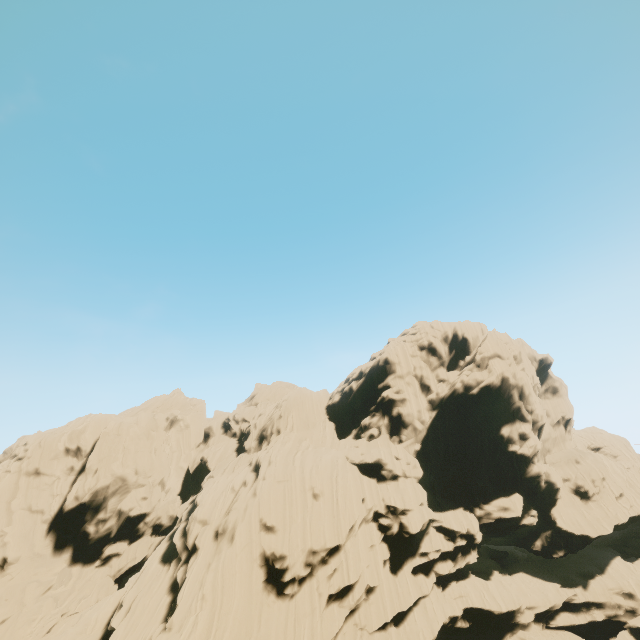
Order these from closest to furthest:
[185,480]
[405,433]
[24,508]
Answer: [24,508], [405,433], [185,480]
